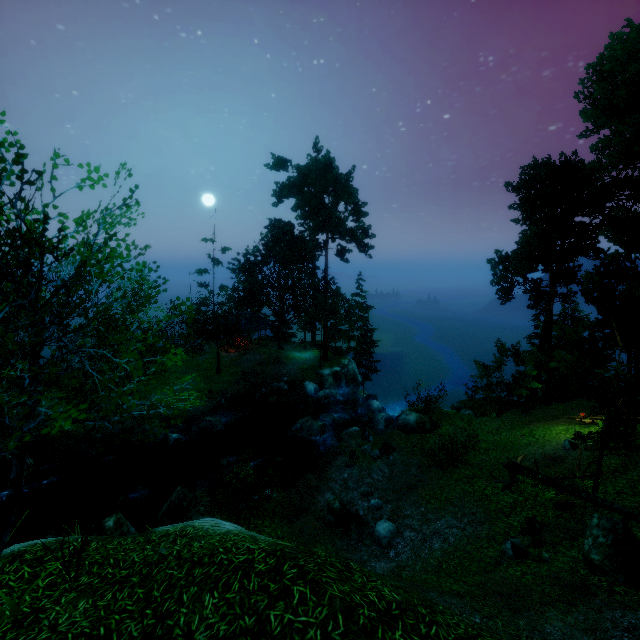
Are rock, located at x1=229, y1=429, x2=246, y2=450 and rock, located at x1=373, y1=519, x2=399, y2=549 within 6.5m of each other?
no

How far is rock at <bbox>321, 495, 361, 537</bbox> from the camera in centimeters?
1311cm

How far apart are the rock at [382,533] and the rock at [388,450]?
3.8m

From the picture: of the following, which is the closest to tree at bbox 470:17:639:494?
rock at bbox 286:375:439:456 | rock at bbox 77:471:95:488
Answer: rock at bbox 286:375:439:456

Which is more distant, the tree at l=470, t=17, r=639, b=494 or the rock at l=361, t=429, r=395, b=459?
the rock at l=361, t=429, r=395, b=459

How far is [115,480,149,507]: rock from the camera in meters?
16.4

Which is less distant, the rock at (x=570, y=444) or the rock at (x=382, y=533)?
the rock at (x=382, y=533)

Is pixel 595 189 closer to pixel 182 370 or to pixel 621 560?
pixel 621 560
